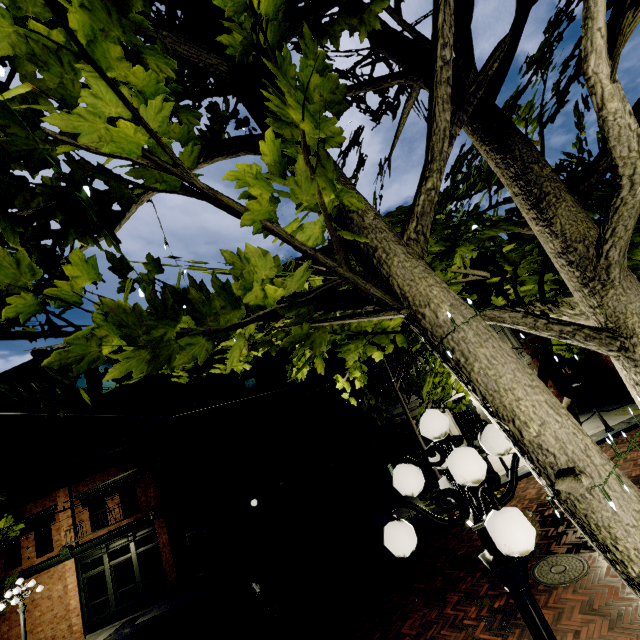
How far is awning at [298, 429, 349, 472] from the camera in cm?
1320

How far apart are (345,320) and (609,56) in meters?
1.5

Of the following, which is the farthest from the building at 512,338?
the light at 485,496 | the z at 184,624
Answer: the light at 485,496

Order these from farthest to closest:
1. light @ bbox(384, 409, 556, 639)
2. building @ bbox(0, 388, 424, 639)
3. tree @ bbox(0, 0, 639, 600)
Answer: building @ bbox(0, 388, 424, 639) → light @ bbox(384, 409, 556, 639) → tree @ bbox(0, 0, 639, 600)

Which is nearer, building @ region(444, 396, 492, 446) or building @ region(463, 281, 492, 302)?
building @ region(444, 396, 492, 446)

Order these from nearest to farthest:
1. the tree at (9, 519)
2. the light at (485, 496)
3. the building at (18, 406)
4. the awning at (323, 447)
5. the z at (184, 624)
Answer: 1. the light at (485, 496)
2. the z at (184, 624)
3. the awning at (323, 447)
4. the tree at (9, 519)
5. the building at (18, 406)

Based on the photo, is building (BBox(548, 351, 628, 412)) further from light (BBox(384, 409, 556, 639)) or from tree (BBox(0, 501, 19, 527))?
light (BBox(384, 409, 556, 639))
